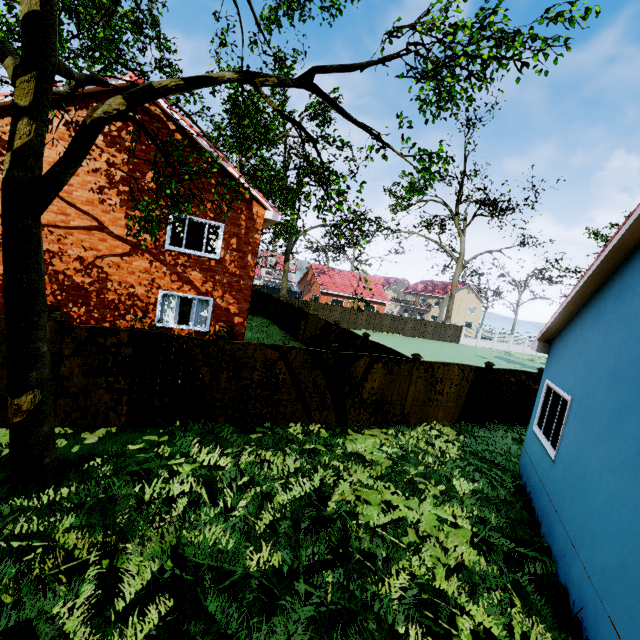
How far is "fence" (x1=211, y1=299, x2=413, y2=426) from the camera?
8.6m

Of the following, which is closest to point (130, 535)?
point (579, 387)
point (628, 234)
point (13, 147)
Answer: point (13, 147)

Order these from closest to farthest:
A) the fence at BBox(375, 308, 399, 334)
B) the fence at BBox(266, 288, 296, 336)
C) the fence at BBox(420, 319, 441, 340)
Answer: the fence at BBox(266, 288, 296, 336) → the fence at BBox(375, 308, 399, 334) → the fence at BBox(420, 319, 441, 340)

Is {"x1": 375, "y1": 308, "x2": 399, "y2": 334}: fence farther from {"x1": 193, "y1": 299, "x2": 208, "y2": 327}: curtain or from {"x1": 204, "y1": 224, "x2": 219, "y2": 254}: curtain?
{"x1": 204, "y1": 224, "x2": 219, "y2": 254}: curtain

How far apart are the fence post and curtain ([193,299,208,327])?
5.52m

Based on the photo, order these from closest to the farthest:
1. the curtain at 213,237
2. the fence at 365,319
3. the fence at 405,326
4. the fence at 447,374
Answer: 1. the fence at 447,374
2. the curtain at 213,237
3. the fence at 365,319
4. the fence at 405,326

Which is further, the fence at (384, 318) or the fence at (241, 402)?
the fence at (384, 318)

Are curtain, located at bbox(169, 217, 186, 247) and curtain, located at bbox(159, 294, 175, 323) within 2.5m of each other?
yes
